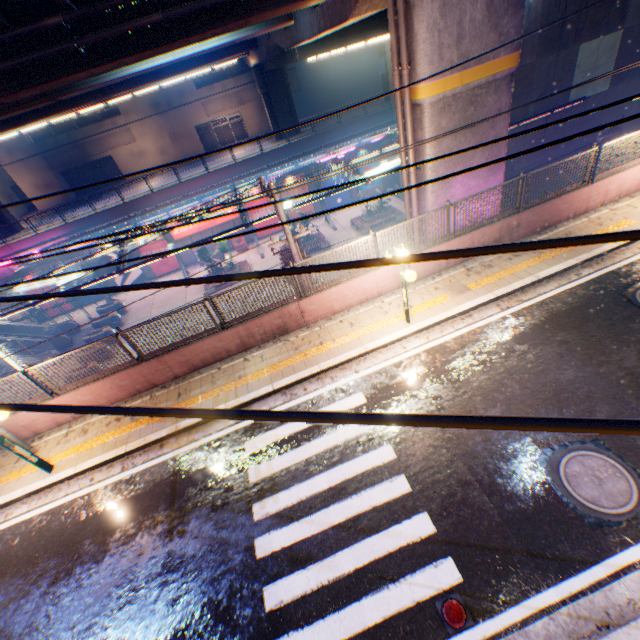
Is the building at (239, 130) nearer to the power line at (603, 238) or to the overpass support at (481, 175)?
the overpass support at (481, 175)

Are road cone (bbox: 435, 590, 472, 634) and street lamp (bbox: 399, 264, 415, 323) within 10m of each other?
yes

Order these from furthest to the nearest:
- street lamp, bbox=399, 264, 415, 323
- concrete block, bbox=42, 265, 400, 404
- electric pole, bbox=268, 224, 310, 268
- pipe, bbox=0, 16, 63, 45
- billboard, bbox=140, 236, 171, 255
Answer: billboard, bbox=140, 236, 171, 255 < electric pole, bbox=268, 224, 310, 268 < concrete block, bbox=42, 265, 400, 404 < pipe, bbox=0, 16, 63, 45 < street lamp, bbox=399, 264, 415, 323

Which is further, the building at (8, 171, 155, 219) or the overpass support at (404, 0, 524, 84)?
the building at (8, 171, 155, 219)

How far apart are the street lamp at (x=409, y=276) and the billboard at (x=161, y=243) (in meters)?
26.54

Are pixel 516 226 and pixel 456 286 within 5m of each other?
yes

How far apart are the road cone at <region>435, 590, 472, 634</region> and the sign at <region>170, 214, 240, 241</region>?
30.0m

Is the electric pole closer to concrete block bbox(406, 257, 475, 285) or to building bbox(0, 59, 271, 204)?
concrete block bbox(406, 257, 475, 285)
